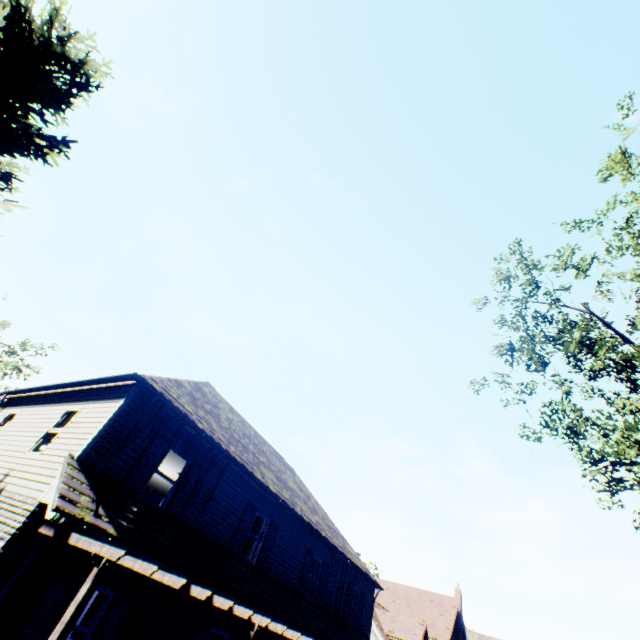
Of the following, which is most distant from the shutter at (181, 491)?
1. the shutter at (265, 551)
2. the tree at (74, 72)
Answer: the tree at (74, 72)

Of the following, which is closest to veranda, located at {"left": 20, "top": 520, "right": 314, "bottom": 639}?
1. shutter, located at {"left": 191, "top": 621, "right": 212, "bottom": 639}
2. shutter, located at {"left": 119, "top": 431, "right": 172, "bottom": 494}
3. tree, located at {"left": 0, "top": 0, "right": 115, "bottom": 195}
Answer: shutter, located at {"left": 191, "top": 621, "right": 212, "bottom": 639}

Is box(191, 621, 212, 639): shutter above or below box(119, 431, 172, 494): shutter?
below

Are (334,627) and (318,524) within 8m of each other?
yes

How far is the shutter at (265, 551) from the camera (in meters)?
12.48

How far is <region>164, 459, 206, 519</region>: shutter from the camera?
9.9m

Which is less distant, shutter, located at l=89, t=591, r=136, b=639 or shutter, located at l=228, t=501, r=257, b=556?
shutter, located at l=89, t=591, r=136, b=639

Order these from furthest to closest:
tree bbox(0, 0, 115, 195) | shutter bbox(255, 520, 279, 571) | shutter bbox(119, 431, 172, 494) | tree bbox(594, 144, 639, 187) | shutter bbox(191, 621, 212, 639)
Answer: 1. shutter bbox(255, 520, 279, 571)
2. tree bbox(594, 144, 639, 187)
3. shutter bbox(191, 621, 212, 639)
4. shutter bbox(119, 431, 172, 494)
5. tree bbox(0, 0, 115, 195)
